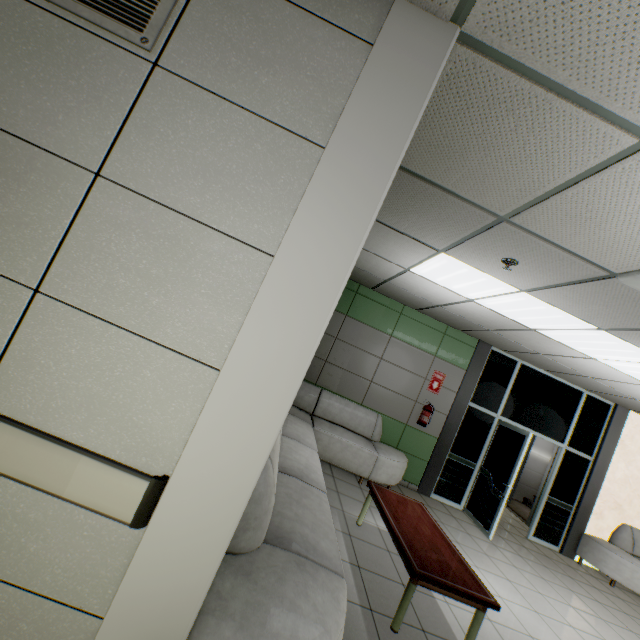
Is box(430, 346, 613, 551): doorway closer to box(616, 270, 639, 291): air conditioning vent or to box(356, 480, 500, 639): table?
box(356, 480, 500, 639): table

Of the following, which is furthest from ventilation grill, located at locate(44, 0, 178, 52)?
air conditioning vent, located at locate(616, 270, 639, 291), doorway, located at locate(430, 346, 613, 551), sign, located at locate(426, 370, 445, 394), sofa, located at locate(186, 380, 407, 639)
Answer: doorway, located at locate(430, 346, 613, 551)

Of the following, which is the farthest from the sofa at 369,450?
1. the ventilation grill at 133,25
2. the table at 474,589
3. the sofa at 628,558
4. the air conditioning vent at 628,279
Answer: the sofa at 628,558

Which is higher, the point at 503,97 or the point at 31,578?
the point at 503,97

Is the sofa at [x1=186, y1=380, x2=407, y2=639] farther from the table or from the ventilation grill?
the ventilation grill

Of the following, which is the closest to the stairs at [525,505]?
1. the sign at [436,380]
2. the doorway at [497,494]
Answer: the doorway at [497,494]

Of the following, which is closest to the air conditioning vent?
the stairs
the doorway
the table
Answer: the table

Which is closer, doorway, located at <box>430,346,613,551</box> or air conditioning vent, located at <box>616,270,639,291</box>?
air conditioning vent, located at <box>616,270,639,291</box>
